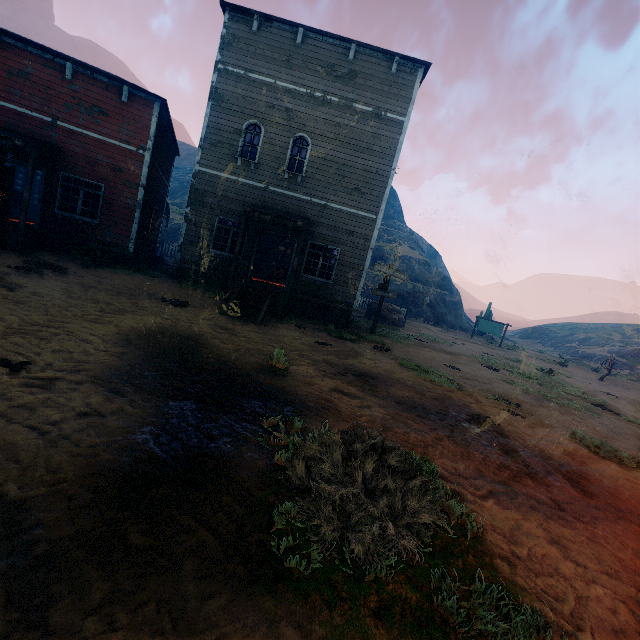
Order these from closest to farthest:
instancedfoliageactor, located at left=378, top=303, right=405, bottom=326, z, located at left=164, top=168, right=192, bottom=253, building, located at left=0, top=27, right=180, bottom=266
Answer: building, located at left=0, top=27, right=180, bottom=266
instancedfoliageactor, located at left=378, top=303, right=405, bottom=326
z, located at left=164, top=168, right=192, bottom=253

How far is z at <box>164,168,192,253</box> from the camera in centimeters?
3039cm

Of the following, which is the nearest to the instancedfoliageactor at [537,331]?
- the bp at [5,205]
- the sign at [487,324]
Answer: the sign at [487,324]

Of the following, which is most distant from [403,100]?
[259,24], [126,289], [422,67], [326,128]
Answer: [126,289]

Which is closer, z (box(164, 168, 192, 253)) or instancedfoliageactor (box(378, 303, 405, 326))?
instancedfoliageactor (box(378, 303, 405, 326))

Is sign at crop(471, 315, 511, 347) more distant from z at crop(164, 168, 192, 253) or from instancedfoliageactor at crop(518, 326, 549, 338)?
instancedfoliageactor at crop(518, 326, 549, 338)

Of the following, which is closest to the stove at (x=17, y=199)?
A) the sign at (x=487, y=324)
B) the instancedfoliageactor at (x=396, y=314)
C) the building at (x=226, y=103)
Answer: the building at (x=226, y=103)

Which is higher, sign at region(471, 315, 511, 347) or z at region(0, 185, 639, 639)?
sign at region(471, 315, 511, 347)
